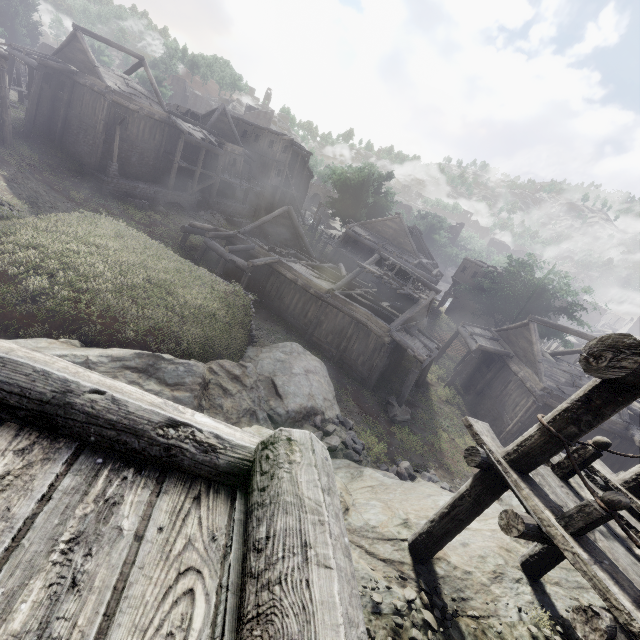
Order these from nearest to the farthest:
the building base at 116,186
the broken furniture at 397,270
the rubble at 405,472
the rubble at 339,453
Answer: the rubble at 339,453, the rubble at 405,472, the broken furniture at 397,270, the building base at 116,186

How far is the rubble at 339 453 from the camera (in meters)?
12.45

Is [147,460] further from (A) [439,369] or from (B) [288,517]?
(A) [439,369]

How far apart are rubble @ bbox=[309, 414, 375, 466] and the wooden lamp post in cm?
2433

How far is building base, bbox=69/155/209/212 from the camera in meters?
24.5

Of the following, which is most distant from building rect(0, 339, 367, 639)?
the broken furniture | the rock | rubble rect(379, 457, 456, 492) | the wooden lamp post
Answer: the wooden lamp post

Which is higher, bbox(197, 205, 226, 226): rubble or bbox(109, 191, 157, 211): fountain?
bbox(109, 191, 157, 211): fountain

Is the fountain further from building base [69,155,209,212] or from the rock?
the rock
